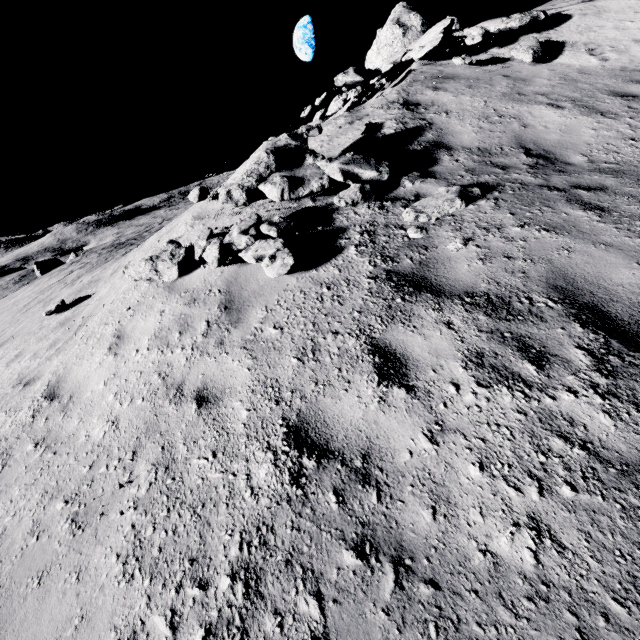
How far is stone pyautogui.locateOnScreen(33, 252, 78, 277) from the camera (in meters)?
39.00

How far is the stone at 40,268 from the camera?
39.0m

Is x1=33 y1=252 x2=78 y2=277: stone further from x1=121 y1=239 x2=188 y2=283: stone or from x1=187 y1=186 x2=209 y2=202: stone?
x1=121 y1=239 x2=188 y2=283: stone

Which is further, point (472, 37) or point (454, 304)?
point (472, 37)

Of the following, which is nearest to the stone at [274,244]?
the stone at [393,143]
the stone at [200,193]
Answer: the stone at [200,193]

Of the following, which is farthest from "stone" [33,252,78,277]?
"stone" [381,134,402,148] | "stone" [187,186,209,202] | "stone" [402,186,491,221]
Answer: "stone" [402,186,491,221]

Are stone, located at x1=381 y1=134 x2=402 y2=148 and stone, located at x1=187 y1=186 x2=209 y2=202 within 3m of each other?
no

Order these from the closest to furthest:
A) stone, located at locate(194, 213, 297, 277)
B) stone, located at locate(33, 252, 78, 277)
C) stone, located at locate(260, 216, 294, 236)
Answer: stone, located at locate(194, 213, 297, 277), stone, located at locate(260, 216, 294, 236), stone, located at locate(33, 252, 78, 277)
